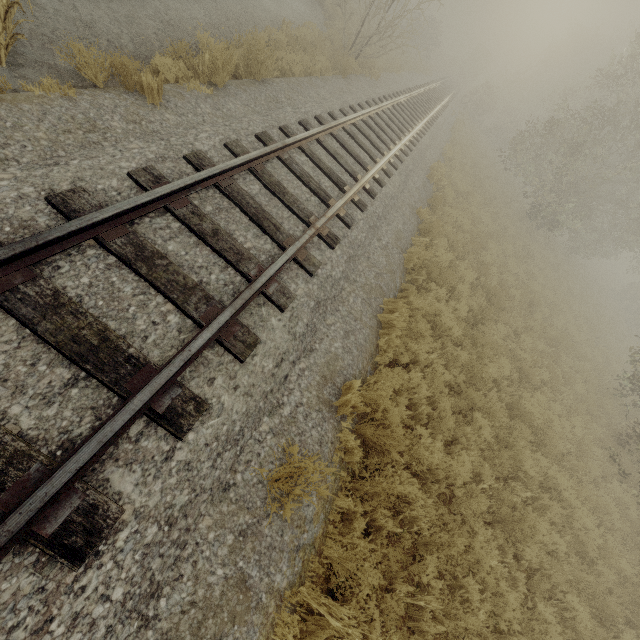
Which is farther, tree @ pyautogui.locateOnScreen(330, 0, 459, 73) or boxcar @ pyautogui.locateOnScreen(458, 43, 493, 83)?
boxcar @ pyautogui.locateOnScreen(458, 43, 493, 83)

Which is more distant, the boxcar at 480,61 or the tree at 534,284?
the boxcar at 480,61

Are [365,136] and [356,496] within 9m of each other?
no

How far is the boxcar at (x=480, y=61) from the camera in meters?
49.8 m

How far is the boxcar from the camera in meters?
49.8

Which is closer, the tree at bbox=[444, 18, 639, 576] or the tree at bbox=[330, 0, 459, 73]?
the tree at bbox=[444, 18, 639, 576]

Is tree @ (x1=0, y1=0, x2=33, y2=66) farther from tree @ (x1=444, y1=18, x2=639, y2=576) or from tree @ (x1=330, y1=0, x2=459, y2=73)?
tree @ (x1=444, y1=18, x2=639, y2=576)

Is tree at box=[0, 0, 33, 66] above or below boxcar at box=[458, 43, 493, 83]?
below
